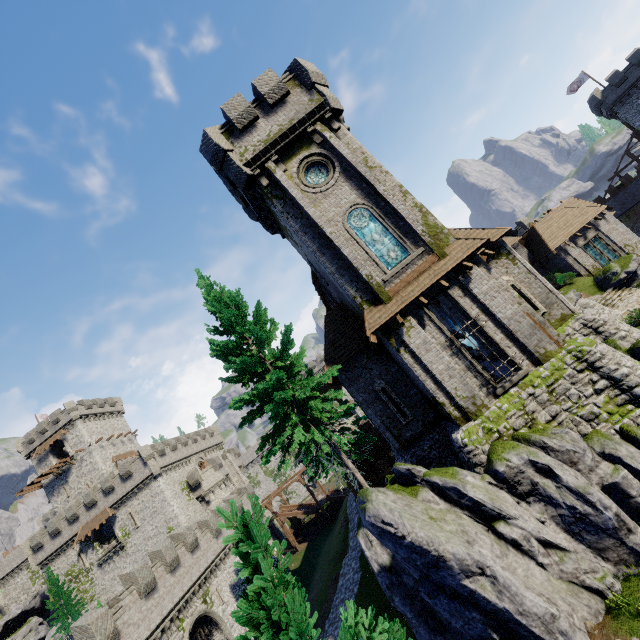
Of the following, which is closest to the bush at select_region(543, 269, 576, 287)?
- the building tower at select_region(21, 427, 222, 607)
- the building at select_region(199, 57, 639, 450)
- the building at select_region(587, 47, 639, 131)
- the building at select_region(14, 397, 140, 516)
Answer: the building at select_region(199, 57, 639, 450)

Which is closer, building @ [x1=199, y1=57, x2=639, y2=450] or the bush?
building @ [x1=199, y1=57, x2=639, y2=450]

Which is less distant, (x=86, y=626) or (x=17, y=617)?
(x=86, y=626)

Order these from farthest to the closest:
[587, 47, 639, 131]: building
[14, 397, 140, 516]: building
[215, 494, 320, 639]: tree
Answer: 1. [14, 397, 140, 516]: building
2. [587, 47, 639, 131]: building
3. [215, 494, 320, 639]: tree

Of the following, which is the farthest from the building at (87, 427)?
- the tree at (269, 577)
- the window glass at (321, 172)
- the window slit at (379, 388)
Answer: the tree at (269, 577)

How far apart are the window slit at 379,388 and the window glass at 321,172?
10.90m

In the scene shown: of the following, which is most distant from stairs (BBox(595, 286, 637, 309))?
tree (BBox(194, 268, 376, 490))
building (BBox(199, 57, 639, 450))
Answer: tree (BBox(194, 268, 376, 490))

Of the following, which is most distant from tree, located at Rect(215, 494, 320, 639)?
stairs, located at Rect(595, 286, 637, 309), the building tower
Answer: the building tower
